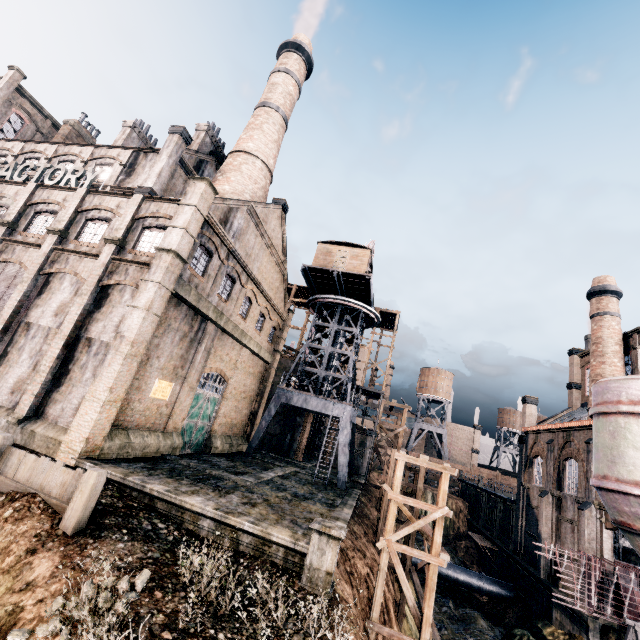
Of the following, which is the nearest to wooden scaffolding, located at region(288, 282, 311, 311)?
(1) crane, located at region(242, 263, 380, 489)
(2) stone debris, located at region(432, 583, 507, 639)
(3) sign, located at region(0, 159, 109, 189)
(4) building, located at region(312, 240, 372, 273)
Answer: (1) crane, located at region(242, 263, 380, 489)

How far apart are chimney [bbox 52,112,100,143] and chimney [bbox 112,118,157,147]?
7.5 meters

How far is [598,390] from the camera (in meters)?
16.48

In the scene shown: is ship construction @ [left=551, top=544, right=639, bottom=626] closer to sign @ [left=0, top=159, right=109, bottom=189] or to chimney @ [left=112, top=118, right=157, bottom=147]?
sign @ [left=0, top=159, right=109, bottom=189]

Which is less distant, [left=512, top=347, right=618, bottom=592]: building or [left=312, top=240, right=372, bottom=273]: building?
[left=512, top=347, right=618, bottom=592]: building

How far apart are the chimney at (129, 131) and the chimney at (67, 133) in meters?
7.5

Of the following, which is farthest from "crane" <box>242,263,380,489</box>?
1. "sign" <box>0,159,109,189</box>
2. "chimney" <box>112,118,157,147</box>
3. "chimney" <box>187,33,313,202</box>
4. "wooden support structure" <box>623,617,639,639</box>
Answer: "chimney" <box>112,118,157,147</box>

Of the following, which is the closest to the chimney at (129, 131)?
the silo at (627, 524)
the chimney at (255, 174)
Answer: the chimney at (255, 174)
